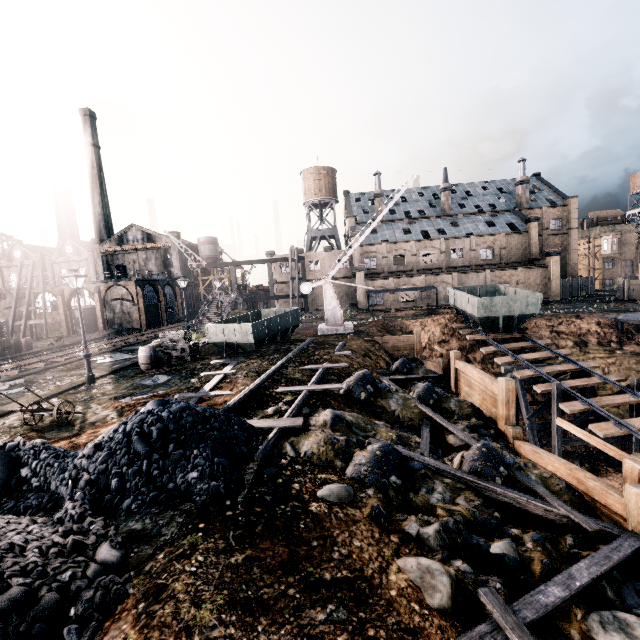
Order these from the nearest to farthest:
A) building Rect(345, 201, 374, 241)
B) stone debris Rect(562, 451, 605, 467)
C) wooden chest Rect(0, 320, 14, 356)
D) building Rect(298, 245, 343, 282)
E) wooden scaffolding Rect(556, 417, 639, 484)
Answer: wooden scaffolding Rect(556, 417, 639, 484) < stone debris Rect(562, 451, 605, 467) < wooden chest Rect(0, 320, 14, 356) < building Rect(298, 245, 343, 282) < building Rect(345, 201, 374, 241)

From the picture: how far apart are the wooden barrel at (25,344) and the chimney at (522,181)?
71.1m

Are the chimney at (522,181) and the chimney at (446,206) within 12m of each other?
yes

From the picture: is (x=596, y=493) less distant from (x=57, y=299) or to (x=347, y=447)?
(x=347, y=447)

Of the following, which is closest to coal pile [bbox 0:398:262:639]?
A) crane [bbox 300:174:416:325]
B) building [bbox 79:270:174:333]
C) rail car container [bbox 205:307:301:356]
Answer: rail car container [bbox 205:307:301:356]

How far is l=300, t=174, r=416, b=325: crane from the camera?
25.8 meters

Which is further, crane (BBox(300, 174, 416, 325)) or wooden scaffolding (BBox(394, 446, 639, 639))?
crane (BBox(300, 174, 416, 325))

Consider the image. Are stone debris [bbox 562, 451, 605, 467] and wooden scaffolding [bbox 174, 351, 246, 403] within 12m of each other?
no
